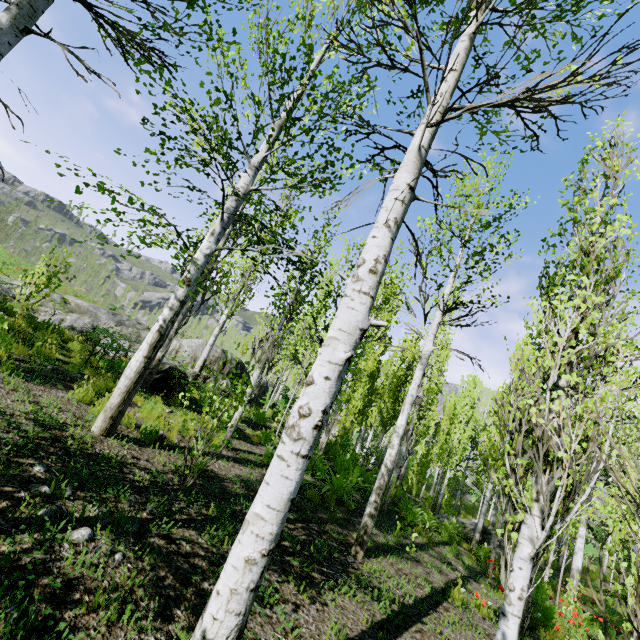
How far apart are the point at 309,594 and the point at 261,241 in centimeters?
470cm

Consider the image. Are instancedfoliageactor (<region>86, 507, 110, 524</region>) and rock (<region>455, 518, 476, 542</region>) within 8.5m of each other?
no

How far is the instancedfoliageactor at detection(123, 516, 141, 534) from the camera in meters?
3.2 m

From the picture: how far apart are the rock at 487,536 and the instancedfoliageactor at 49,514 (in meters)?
14.30

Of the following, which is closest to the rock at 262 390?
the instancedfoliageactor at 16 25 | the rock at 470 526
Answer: the instancedfoliageactor at 16 25

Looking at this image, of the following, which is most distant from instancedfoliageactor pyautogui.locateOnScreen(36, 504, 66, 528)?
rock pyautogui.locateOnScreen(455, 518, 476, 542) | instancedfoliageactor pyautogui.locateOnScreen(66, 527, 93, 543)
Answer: rock pyautogui.locateOnScreen(455, 518, 476, 542)

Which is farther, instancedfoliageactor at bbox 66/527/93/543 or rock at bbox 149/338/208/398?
rock at bbox 149/338/208/398

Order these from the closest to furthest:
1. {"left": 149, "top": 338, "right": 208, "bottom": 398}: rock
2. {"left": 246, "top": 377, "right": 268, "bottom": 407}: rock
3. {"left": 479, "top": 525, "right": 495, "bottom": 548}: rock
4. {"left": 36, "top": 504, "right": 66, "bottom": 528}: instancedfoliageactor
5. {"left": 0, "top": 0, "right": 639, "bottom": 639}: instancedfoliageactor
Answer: {"left": 0, "top": 0, "right": 639, "bottom": 639}: instancedfoliageactor, {"left": 36, "top": 504, "right": 66, "bottom": 528}: instancedfoliageactor, {"left": 149, "top": 338, "right": 208, "bottom": 398}: rock, {"left": 479, "top": 525, "right": 495, "bottom": 548}: rock, {"left": 246, "top": 377, "right": 268, "bottom": 407}: rock
